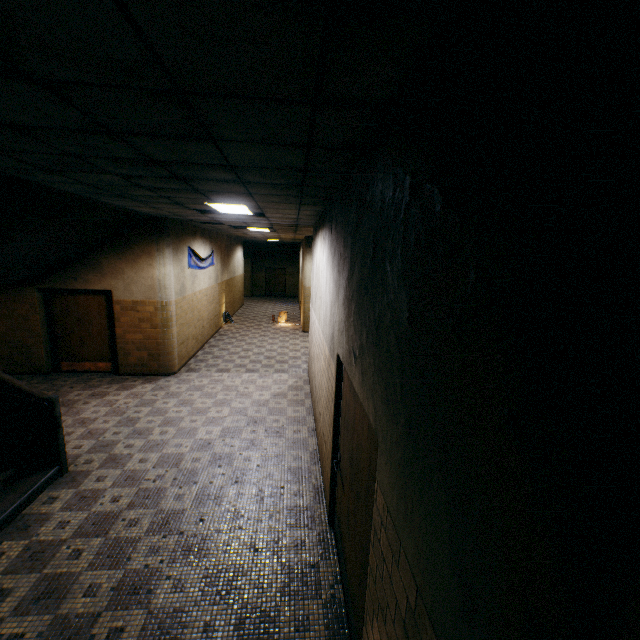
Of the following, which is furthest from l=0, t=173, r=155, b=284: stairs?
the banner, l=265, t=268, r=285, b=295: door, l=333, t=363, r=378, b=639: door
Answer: l=265, t=268, r=285, b=295: door

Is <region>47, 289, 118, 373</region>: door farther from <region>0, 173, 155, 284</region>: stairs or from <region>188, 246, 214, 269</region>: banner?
<region>188, 246, 214, 269</region>: banner

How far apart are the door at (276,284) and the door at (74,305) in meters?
17.0 m

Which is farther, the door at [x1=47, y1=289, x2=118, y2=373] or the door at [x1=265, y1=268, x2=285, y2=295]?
the door at [x1=265, y1=268, x2=285, y2=295]

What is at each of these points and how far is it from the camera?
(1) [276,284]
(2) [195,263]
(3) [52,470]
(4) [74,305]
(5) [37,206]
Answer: (1) door, 25.0 meters
(2) banner, 9.9 meters
(3) stairs, 4.4 meters
(4) door, 8.0 meters
(5) stairs, 4.6 meters

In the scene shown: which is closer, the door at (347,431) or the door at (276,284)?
the door at (347,431)

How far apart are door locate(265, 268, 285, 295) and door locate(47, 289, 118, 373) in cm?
1698

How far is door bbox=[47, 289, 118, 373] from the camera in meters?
8.0 m
